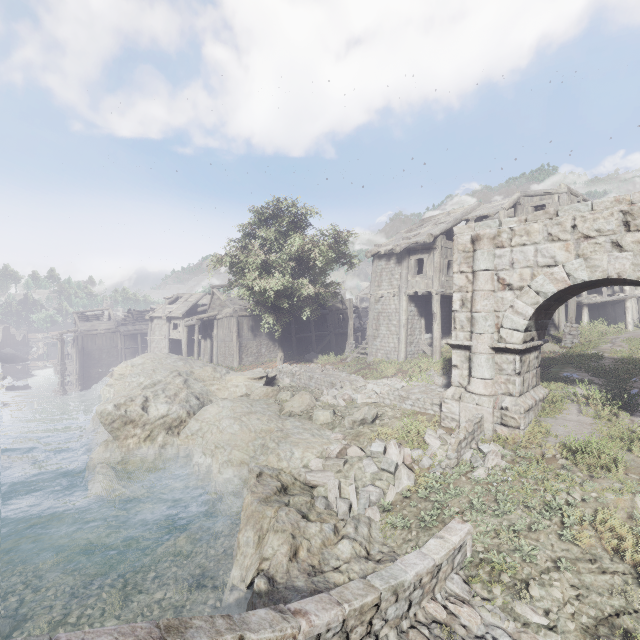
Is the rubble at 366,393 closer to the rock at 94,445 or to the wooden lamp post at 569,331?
the rock at 94,445

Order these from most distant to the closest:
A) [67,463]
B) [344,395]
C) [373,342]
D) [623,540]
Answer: [373,342]
[67,463]
[344,395]
[623,540]

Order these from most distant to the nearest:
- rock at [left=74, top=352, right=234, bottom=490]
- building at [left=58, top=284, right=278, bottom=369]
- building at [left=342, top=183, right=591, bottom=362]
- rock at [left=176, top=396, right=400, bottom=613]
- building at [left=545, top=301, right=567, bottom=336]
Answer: building at [left=58, top=284, right=278, bottom=369] → building at [left=545, top=301, right=567, bottom=336] → building at [left=342, top=183, right=591, bottom=362] → rock at [left=74, top=352, right=234, bottom=490] → rock at [left=176, top=396, right=400, bottom=613]

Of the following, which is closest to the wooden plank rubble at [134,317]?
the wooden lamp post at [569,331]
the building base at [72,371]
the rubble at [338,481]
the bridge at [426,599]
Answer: the building base at [72,371]

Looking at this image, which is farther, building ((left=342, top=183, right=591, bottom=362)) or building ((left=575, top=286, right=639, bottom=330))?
building ((left=575, top=286, right=639, bottom=330))

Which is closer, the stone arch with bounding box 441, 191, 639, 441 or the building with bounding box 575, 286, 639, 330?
the stone arch with bounding box 441, 191, 639, 441

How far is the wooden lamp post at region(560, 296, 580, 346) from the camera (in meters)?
17.36

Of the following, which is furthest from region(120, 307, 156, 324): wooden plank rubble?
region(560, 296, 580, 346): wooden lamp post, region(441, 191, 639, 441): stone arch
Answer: region(560, 296, 580, 346): wooden lamp post
